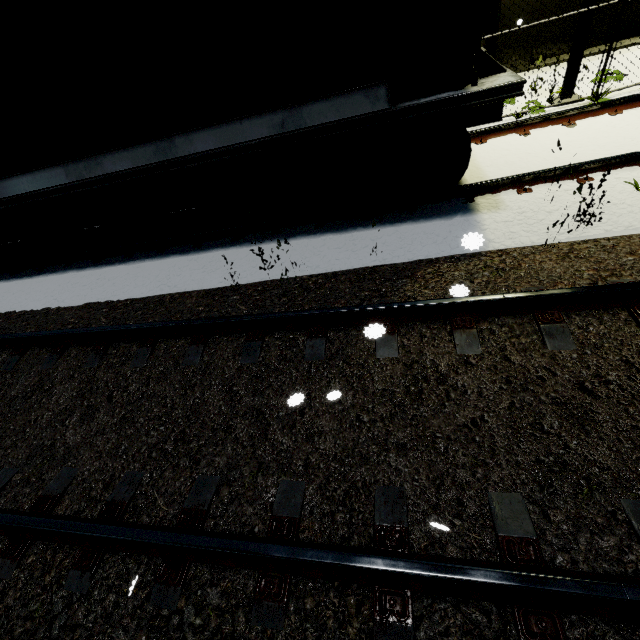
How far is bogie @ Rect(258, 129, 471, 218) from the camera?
4.02m

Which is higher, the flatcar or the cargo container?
the cargo container

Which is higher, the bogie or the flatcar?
the flatcar

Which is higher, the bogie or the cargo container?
the cargo container

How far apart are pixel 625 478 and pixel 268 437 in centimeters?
244cm

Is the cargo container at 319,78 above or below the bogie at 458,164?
above

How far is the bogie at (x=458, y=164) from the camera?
4.0 meters

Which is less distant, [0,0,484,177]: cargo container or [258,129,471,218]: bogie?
[0,0,484,177]: cargo container
